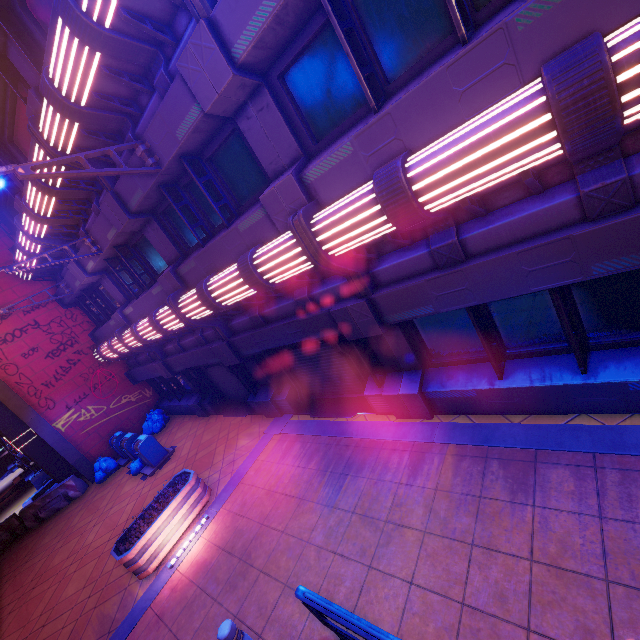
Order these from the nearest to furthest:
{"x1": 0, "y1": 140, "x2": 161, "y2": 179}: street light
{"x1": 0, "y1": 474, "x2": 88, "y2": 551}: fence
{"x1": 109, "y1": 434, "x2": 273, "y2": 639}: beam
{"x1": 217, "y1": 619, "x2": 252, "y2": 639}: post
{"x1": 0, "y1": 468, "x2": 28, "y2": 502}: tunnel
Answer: {"x1": 217, "y1": 619, "x2": 252, "y2": 639}: post, {"x1": 0, "y1": 140, "x2": 161, "y2": 179}: street light, {"x1": 109, "y1": 434, "x2": 273, "y2": 639}: beam, {"x1": 0, "y1": 474, "x2": 88, "y2": 551}: fence, {"x1": 0, "y1": 468, "x2": 28, "y2": 502}: tunnel

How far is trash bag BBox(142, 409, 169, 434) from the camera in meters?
15.1

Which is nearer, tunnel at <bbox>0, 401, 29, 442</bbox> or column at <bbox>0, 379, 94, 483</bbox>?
column at <bbox>0, 379, 94, 483</bbox>

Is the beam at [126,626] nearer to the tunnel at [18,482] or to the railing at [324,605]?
the railing at [324,605]

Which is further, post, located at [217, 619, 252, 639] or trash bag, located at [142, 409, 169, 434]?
trash bag, located at [142, 409, 169, 434]

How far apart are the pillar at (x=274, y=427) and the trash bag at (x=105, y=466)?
8.6 meters

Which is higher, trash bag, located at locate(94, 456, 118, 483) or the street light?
the street light

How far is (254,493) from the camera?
7.7 meters
